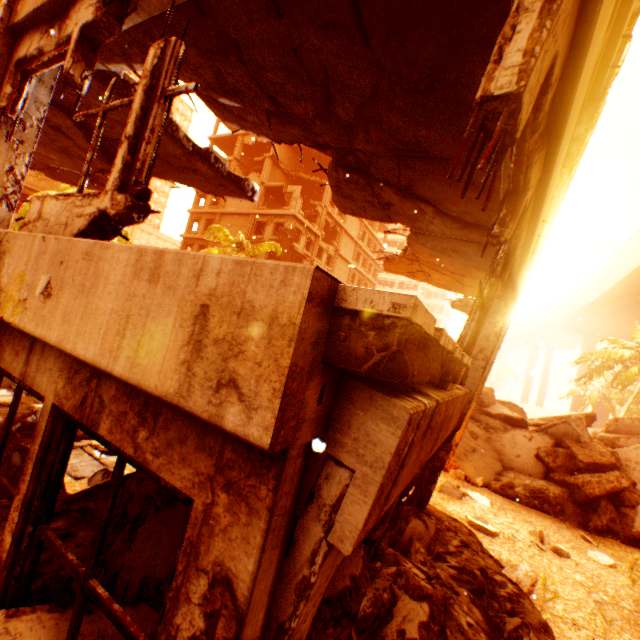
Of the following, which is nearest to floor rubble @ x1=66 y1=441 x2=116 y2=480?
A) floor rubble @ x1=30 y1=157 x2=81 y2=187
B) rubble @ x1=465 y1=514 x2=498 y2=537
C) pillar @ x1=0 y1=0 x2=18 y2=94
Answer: pillar @ x1=0 y1=0 x2=18 y2=94

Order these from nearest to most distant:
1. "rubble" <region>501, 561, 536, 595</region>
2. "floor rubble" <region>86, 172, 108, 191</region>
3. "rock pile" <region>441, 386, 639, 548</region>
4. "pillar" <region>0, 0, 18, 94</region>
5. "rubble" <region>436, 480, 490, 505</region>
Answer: "pillar" <region>0, 0, 18, 94</region> → "rubble" <region>501, 561, 536, 595</region> → "rubble" <region>436, 480, 490, 505</region> → "rock pile" <region>441, 386, 639, 548</region> → "floor rubble" <region>86, 172, 108, 191</region>

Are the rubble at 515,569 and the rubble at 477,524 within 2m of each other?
yes

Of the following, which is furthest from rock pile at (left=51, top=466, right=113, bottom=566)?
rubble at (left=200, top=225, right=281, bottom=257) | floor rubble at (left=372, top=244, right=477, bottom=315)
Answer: floor rubble at (left=372, top=244, right=477, bottom=315)

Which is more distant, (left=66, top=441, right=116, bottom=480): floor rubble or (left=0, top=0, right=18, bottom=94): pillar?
(left=66, top=441, right=116, bottom=480): floor rubble

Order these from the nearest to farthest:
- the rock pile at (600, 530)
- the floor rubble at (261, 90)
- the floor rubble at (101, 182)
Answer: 1. the floor rubble at (261, 90)
2. the rock pile at (600, 530)
3. the floor rubble at (101, 182)

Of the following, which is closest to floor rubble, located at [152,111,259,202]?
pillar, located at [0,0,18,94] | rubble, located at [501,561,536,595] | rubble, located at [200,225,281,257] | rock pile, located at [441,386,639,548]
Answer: pillar, located at [0,0,18,94]

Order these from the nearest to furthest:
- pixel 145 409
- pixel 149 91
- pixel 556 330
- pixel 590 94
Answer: pixel 145 409
pixel 149 91
pixel 590 94
pixel 556 330
